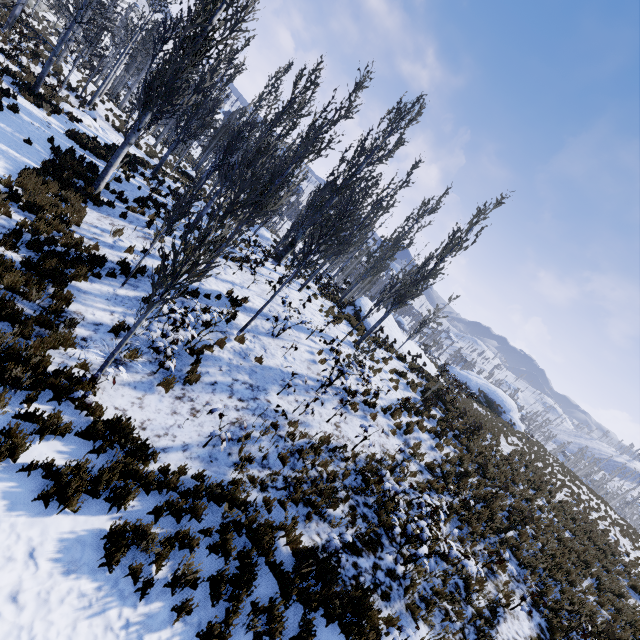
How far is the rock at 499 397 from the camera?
34.5m

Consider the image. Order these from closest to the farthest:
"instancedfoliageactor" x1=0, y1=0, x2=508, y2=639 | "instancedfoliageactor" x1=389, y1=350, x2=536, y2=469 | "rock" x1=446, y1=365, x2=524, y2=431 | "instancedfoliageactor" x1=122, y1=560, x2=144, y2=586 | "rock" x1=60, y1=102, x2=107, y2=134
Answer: "instancedfoliageactor" x1=122, y1=560, x2=144, y2=586
"instancedfoliageactor" x1=0, y1=0, x2=508, y2=639
"instancedfoliageactor" x1=389, y1=350, x2=536, y2=469
"rock" x1=60, y1=102, x2=107, y2=134
"rock" x1=446, y1=365, x2=524, y2=431

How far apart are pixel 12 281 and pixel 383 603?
10.1m

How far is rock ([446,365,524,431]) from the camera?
34.5m

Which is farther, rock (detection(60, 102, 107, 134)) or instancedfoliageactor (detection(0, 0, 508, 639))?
rock (detection(60, 102, 107, 134))

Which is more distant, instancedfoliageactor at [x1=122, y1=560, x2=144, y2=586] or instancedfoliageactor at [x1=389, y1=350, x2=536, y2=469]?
instancedfoliageactor at [x1=389, y1=350, x2=536, y2=469]

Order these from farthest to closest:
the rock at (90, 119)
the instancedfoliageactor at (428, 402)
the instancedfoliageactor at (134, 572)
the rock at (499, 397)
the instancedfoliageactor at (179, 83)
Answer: the rock at (499, 397) → the rock at (90, 119) → the instancedfoliageactor at (428, 402) → the instancedfoliageactor at (179, 83) → the instancedfoliageactor at (134, 572)
